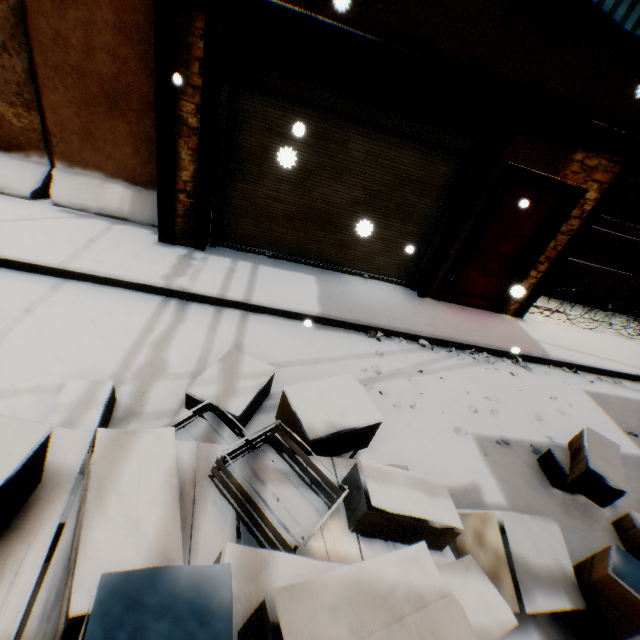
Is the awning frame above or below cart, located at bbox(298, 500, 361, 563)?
above

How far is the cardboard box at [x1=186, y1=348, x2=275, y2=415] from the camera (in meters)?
2.83

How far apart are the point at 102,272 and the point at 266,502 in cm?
395

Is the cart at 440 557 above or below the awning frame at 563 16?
below

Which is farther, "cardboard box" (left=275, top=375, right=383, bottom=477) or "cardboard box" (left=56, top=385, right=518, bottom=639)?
"cardboard box" (left=275, top=375, right=383, bottom=477)

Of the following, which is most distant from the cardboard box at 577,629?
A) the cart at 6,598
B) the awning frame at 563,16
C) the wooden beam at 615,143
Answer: the awning frame at 563,16

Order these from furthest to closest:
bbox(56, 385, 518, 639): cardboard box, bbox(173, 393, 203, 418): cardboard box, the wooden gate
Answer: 1. the wooden gate
2. bbox(173, 393, 203, 418): cardboard box
3. bbox(56, 385, 518, 639): cardboard box
